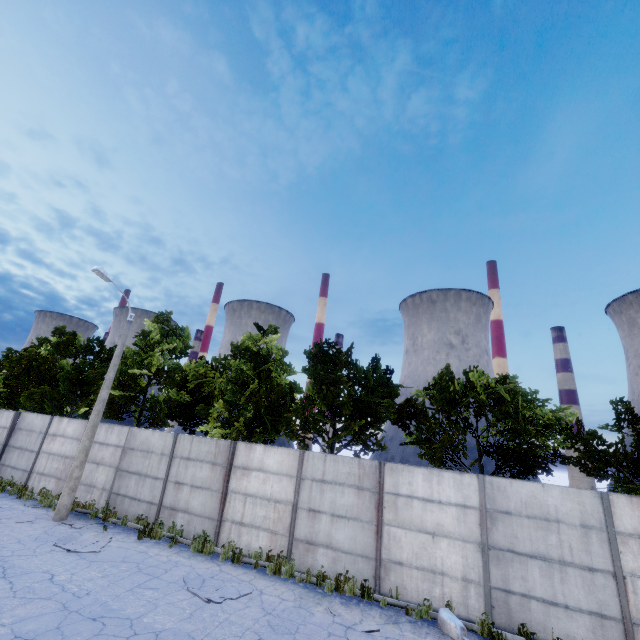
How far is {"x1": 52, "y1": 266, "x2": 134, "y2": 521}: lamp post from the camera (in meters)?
12.85

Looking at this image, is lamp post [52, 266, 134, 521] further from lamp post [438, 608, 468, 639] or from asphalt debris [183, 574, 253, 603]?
lamp post [438, 608, 468, 639]

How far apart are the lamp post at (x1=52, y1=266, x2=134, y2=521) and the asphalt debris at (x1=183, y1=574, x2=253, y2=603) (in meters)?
7.12

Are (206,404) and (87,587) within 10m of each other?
no

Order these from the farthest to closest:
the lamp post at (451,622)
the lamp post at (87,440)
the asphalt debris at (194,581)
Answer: the lamp post at (87,440) < the asphalt debris at (194,581) < the lamp post at (451,622)

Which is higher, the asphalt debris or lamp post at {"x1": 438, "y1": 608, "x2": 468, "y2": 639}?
lamp post at {"x1": 438, "y1": 608, "x2": 468, "y2": 639}

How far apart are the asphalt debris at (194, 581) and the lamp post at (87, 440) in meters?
7.1 m
